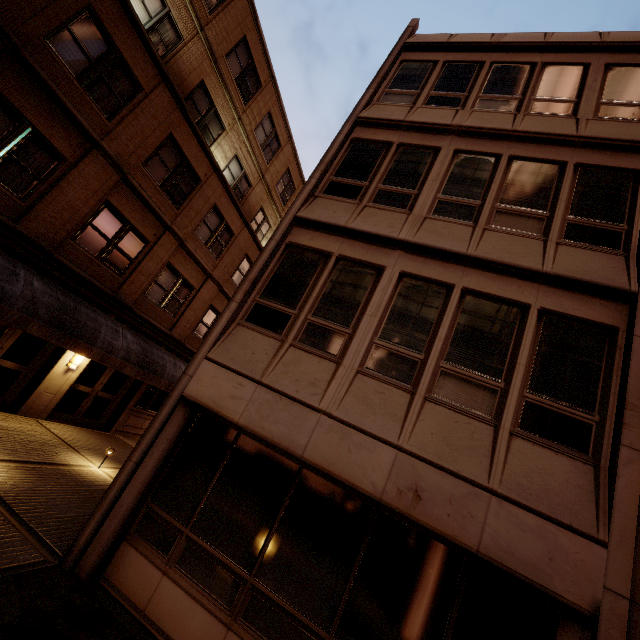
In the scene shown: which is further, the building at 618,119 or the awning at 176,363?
the awning at 176,363

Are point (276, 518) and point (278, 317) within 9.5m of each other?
yes

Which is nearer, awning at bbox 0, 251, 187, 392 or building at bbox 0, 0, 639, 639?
building at bbox 0, 0, 639, 639
